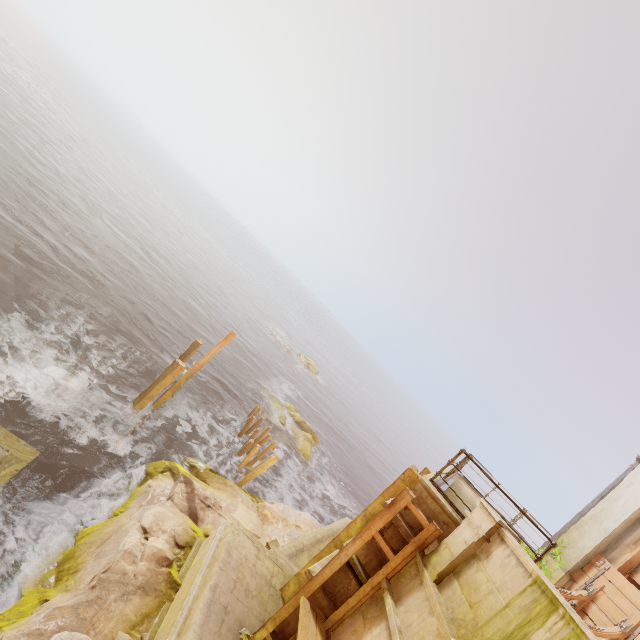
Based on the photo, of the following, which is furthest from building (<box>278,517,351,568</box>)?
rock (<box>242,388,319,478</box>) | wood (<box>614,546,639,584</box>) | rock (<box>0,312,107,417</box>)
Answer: rock (<box>242,388,319,478</box>)

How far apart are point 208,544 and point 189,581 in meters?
1.1

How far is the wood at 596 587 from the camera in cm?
791

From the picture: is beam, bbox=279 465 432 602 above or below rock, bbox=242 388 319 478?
above

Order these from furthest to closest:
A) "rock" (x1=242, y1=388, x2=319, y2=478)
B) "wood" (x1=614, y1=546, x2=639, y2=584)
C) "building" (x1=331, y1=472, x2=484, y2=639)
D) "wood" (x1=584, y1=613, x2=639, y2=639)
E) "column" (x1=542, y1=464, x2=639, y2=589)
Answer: "rock" (x1=242, y1=388, x2=319, y2=478)
"column" (x1=542, y1=464, x2=639, y2=589)
"wood" (x1=614, y1=546, x2=639, y2=584)
"wood" (x1=584, y1=613, x2=639, y2=639)
"building" (x1=331, y1=472, x2=484, y2=639)

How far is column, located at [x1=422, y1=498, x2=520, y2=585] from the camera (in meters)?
5.36

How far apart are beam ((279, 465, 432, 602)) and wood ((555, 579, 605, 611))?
3.4m

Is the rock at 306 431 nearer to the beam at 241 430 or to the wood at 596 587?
the beam at 241 430
